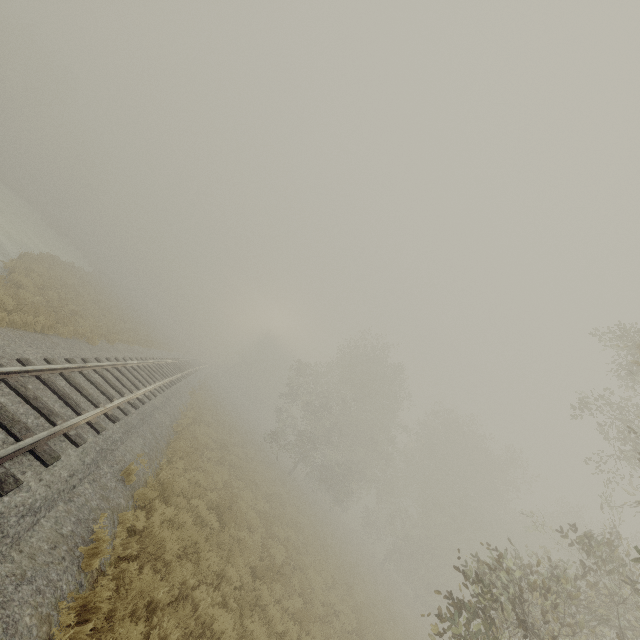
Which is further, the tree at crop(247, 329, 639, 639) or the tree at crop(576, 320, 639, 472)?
the tree at crop(576, 320, 639, 472)

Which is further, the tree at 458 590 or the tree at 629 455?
the tree at 629 455

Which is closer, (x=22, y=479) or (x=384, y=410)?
(x=22, y=479)
